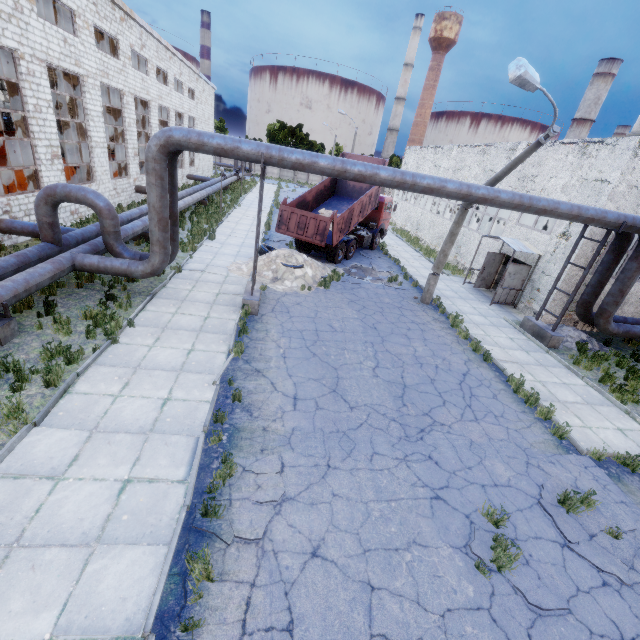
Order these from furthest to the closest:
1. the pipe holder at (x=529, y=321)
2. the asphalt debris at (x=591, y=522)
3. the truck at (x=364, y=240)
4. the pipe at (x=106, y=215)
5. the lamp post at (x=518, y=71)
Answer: the truck at (x=364, y=240)
the pipe holder at (x=529, y=321)
the pipe at (x=106, y=215)
the lamp post at (x=518, y=71)
the asphalt debris at (x=591, y=522)

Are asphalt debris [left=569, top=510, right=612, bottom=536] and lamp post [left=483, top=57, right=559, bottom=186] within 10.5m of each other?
yes

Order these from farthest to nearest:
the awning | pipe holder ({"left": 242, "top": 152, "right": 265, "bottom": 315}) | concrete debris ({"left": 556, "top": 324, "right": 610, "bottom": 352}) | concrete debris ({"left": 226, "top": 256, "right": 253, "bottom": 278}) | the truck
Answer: the truck, the awning, concrete debris ({"left": 226, "top": 256, "right": 253, "bottom": 278}), concrete debris ({"left": 556, "top": 324, "right": 610, "bottom": 352}), pipe holder ({"left": 242, "top": 152, "right": 265, "bottom": 315})

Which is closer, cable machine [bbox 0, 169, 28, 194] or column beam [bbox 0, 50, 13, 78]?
column beam [bbox 0, 50, 13, 78]

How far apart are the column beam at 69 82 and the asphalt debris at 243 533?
20.33m

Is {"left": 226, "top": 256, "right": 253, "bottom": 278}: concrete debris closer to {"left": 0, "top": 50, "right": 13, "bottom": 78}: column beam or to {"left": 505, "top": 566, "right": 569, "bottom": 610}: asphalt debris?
{"left": 0, "top": 50, "right": 13, "bottom": 78}: column beam

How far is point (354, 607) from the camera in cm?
434

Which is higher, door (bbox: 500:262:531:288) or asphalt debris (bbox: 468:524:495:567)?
door (bbox: 500:262:531:288)
